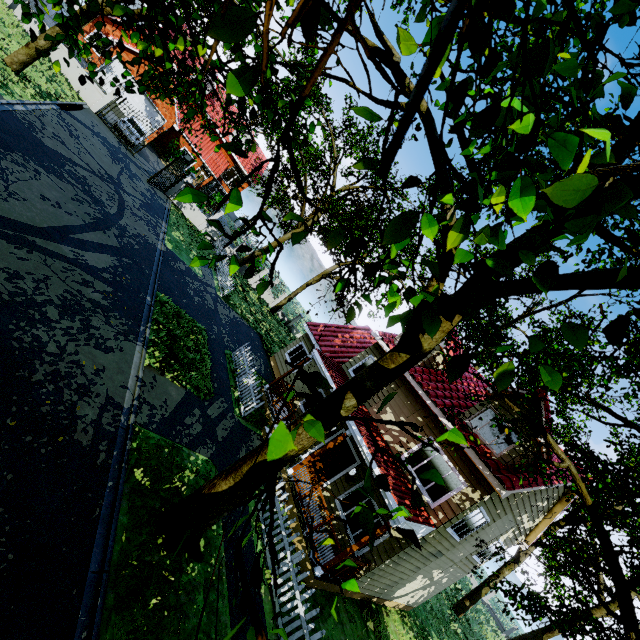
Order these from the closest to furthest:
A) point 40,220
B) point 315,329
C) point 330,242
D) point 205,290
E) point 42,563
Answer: point 330,242, point 42,563, point 40,220, point 205,290, point 315,329

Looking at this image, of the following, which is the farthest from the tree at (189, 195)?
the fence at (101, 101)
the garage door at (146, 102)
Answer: the garage door at (146, 102)

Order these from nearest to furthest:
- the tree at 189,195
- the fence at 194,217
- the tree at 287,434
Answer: the tree at 287,434 < the tree at 189,195 < the fence at 194,217

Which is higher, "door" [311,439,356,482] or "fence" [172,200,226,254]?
"door" [311,439,356,482]

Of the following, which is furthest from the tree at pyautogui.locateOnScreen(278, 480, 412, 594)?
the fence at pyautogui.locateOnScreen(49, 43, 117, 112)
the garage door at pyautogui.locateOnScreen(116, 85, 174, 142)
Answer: the garage door at pyautogui.locateOnScreen(116, 85, 174, 142)

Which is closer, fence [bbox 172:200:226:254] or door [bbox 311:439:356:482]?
door [bbox 311:439:356:482]

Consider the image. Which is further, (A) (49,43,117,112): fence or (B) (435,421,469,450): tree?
(A) (49,43,117,112): fence

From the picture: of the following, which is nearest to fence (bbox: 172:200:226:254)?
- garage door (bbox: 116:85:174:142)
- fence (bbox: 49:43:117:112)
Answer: fence (bbox: 49:43:117:112)
